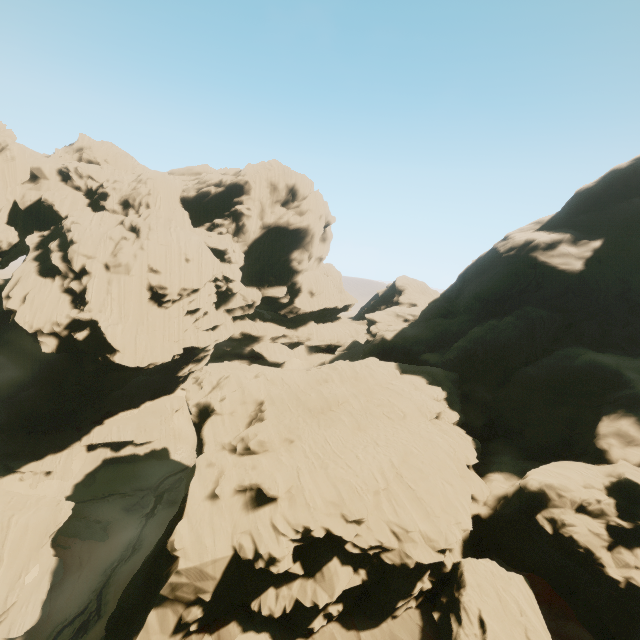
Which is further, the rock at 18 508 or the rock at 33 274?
the rock at 33 274

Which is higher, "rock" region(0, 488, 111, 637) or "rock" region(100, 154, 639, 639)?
"rock" region(100, 154, 639, 639)

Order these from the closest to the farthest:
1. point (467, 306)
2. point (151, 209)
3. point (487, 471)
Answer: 1. point (487, 471)
2. point (467, 306)
3. point (151, 209)

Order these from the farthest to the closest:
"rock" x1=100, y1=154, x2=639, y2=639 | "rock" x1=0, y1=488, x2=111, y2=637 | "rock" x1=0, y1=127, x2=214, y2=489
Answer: "rock" x1=0, y1=127, x2=214, y2=489, "rock" x1=0, y1=488, x2=111, y2=637, "rock" x1=100, y1=154, x2=639, y2=639

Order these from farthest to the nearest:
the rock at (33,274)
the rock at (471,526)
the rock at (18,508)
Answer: the rock at (33,274), the rock at (18,508), the rock at (471,526)

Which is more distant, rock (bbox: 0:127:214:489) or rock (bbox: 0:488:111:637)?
rock (bbox: 0:127:214:489)
